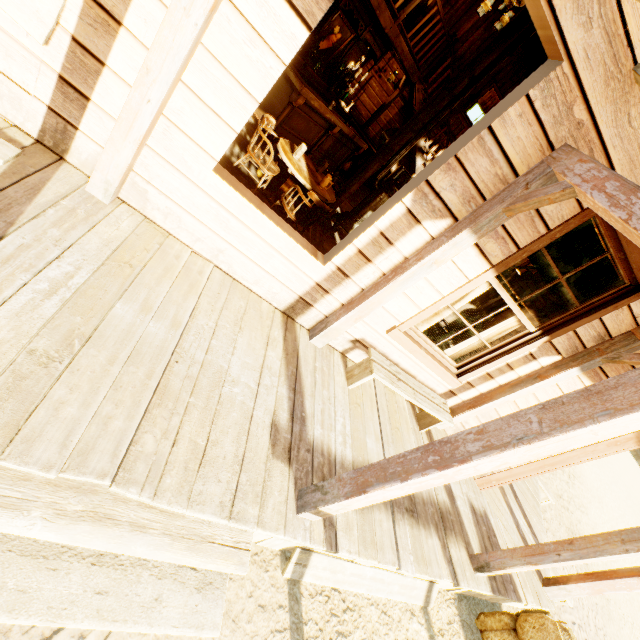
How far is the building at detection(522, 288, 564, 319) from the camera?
4.69m

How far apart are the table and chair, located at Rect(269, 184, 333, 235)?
0.2 meters

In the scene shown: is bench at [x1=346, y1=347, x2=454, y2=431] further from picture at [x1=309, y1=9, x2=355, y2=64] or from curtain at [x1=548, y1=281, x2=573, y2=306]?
picture at [x1=309, y1=9, x2=355, y2=64]

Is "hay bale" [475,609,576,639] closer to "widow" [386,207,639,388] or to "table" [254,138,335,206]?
"widow" [386,207,639,388]

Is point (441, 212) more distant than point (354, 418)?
No

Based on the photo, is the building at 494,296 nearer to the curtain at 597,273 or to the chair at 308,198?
the curtain at 597,273

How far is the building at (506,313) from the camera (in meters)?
8.34

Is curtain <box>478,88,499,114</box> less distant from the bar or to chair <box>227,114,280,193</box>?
the bar
